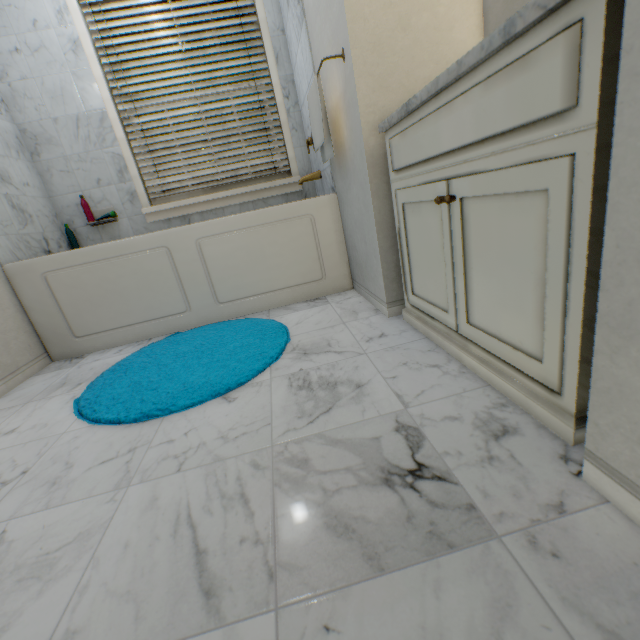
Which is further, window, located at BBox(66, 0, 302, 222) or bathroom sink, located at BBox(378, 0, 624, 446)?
window, located at BBox(66, 0, 302, 222)

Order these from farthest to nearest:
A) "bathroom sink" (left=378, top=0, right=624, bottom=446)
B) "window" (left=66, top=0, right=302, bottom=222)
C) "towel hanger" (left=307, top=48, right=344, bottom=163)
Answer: "window" (left=66, top=0, right=302, bottom=222)
"towel hanger" (left=307, top=48, right=344, bottom=163)
"bathroom sink" (left=378, top=0, right=624, bottom=446)

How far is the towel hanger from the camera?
1.48m

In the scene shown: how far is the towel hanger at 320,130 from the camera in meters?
1.5 m

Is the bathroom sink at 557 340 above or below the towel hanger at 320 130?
below

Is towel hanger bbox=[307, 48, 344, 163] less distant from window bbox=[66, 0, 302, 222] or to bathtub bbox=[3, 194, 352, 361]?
bathtub bbox=[3, 194, 352, 361]

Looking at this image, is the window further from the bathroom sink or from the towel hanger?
the bathroom sink

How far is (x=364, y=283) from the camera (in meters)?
1.94
